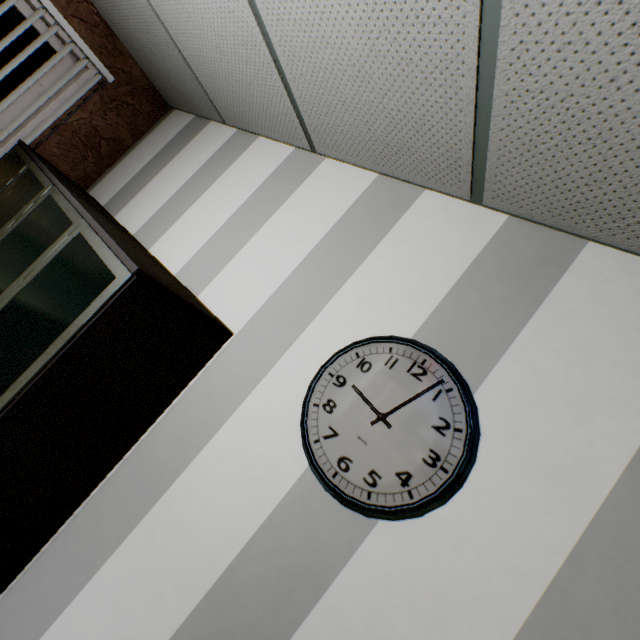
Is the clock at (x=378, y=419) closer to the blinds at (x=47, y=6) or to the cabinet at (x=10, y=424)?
the cabinet at (x=10, y=424)

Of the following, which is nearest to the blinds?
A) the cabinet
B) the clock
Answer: the cabinet

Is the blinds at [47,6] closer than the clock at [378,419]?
No

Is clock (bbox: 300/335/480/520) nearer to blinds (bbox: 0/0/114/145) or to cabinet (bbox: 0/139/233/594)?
cabinet (bbox: 0/139/233/594)

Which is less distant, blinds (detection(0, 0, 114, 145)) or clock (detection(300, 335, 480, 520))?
clock (detection(300, 335, 480, 520))

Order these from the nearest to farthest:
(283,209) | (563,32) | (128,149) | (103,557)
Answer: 1. (563,32)
2. (103,557)
3. (283,209)
4. (128,149)

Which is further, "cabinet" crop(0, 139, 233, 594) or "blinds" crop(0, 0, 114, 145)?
"blinds" crop(0, 0, 114, 145)
